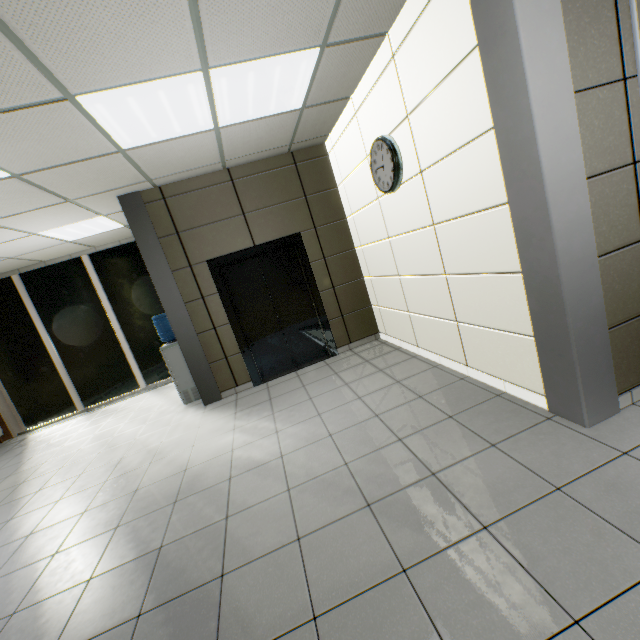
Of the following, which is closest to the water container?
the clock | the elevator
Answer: the elevator

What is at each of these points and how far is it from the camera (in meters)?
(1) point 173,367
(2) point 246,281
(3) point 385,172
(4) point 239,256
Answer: (1) water container, 5.24
(2) elevator door, 5.10
(3) clock, 3.47
(4) elevator, 4.89

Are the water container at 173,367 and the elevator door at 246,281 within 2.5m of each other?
yes

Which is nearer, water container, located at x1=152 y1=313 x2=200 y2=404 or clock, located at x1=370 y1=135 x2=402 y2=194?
clock, located at x1=370 y1=135 x2=402 y2=194

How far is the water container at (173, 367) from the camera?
5.17m

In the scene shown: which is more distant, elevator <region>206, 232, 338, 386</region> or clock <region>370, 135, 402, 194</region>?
elevator <region>206, 232, 338, 386</region>

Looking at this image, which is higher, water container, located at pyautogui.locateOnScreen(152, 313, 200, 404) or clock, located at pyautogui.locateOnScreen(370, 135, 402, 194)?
clock, located at pyautogui.locateOnScreen(370, 135, 402, 194)
